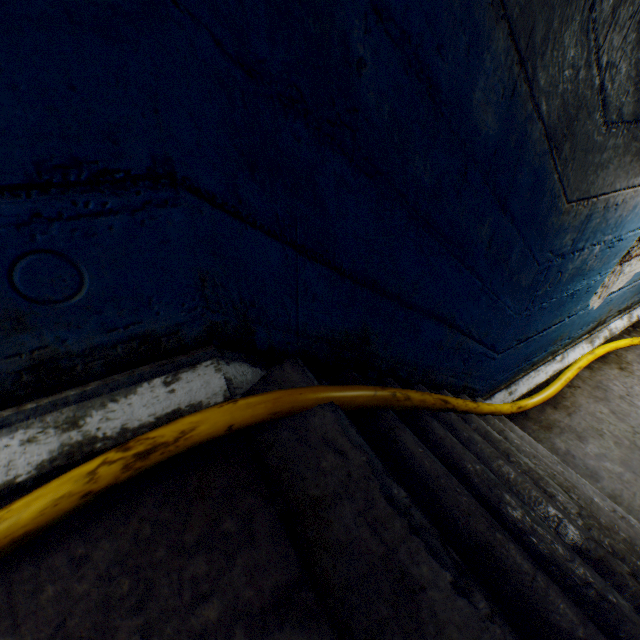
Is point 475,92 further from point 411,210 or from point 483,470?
point 483,470
